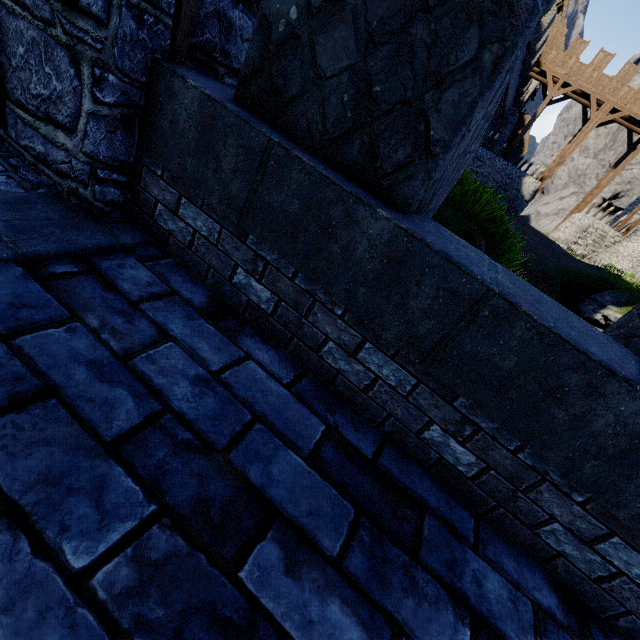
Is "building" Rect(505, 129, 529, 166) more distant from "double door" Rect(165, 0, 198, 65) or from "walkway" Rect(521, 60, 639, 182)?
"double door" Rect(165, 0, 198, 65)

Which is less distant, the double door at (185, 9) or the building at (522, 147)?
the double door at (185, 9)

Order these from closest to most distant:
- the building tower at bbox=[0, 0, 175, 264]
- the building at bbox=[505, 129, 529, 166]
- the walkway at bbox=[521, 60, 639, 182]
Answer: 1. the building tower at bbox=[0, 0, 175, 264]
2. the walkway at bbox=[521, 60, 639, 182]
3. the building at bbox=[505, 129, 529, 166]

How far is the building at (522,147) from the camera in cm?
3588

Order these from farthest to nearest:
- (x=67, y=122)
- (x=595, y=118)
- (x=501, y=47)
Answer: (x=595, y=118), (x=67, y=122), (x=501, y=47)

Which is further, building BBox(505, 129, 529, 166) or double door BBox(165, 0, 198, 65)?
building BBox(505, 129, 529, 166)

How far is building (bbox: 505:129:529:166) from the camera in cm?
3588

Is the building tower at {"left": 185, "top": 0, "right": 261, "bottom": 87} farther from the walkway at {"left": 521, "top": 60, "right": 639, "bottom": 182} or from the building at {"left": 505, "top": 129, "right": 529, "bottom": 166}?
the building at {"left": 505, "top": 129, "right": 529, "bottom": 166}
